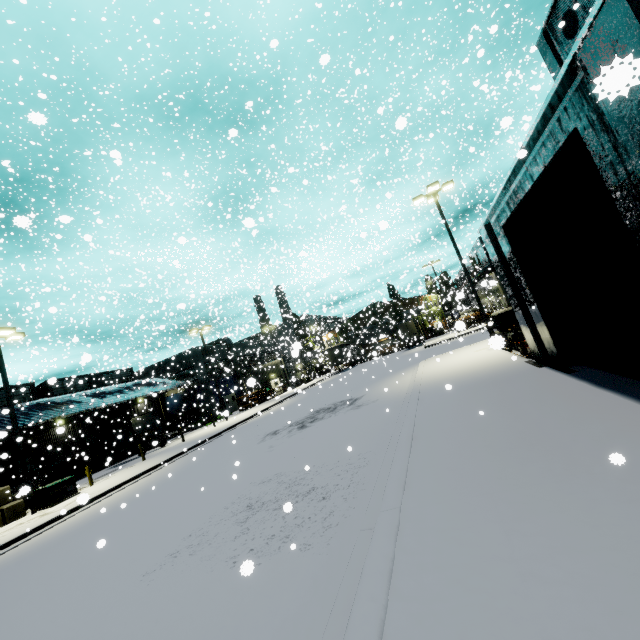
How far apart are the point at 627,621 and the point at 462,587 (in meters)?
1.17

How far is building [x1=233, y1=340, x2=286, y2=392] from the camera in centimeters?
3878cm

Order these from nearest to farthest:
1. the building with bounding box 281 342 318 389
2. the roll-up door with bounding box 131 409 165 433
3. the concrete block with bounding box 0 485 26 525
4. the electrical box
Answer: the building with bounding box 281 342 318 389, the electrical box, the concrete block with bounding box 0 485 26 525, the roll-up door with bounding box 131 409 165 433

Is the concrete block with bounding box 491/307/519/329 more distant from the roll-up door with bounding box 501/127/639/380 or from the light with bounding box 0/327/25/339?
the light with bounding box 0/327/25/339

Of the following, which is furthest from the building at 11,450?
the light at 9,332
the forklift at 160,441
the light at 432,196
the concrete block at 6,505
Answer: the light at 432,196

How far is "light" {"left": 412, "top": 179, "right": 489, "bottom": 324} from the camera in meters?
18.4

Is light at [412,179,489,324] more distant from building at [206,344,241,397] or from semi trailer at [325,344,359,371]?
building at [206,344,241,397]

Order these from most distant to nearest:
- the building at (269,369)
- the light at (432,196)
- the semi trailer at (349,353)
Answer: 1. the building at (269,369)
2. the semi trailer at (349,353)
3. the light at (432,196)
